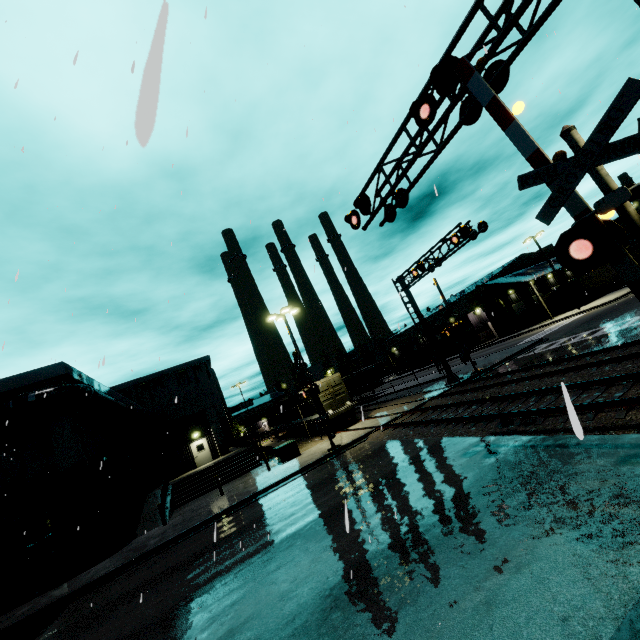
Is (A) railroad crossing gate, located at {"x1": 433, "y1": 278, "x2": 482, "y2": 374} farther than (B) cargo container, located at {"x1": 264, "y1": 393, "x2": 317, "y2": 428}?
No

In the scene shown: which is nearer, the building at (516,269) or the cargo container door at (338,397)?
the cargo container door at (338,397)

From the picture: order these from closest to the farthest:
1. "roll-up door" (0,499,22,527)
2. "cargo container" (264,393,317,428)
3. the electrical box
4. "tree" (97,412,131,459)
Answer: "roll-up door" (0,499,22,527), the electrical box, "tree" (97,412,131,459), "cargo container" (264,393,317,428)

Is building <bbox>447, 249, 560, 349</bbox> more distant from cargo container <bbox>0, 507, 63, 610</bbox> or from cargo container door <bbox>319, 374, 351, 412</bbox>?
cargo container door <bbox>319, 374, 351, 412</bbox>

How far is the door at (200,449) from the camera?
31.6m

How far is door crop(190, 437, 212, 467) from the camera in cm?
3161

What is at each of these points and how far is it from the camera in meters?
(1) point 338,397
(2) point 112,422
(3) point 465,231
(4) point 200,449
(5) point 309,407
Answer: (1) cargo container door, 25.7 m
(2) tree, 26.9 m
(3) railroad crossing overhang, 18.1 m
(4) door, 32.0 m
(5) cargo container, 28.1 m

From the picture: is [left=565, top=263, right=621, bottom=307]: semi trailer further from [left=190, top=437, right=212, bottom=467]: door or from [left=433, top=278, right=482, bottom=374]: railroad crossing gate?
[left=190, top=437, right=212, bottom=467]: door
